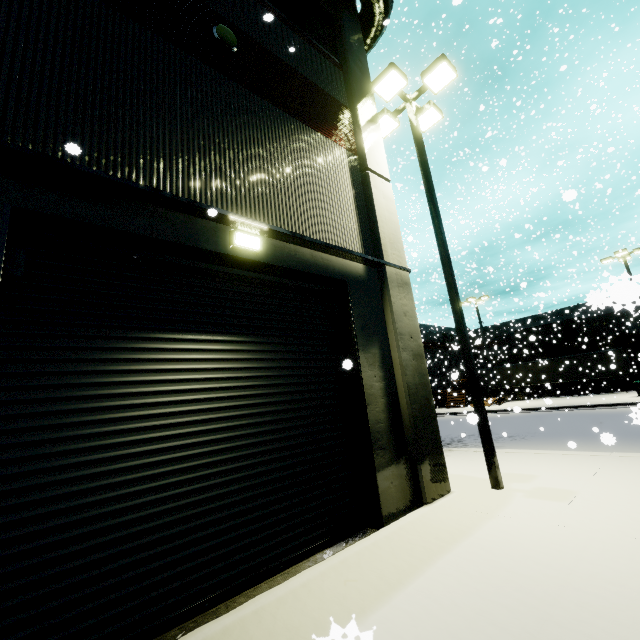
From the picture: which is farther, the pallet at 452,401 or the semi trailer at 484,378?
the semi trailer at 484,378

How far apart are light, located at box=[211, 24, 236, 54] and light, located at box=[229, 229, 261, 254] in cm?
374

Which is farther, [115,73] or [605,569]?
[115,73]

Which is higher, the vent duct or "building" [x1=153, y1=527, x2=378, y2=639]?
the vent duct

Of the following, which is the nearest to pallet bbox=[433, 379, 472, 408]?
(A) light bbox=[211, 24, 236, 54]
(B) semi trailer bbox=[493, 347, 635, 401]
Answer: (B) semi trailer bbox=[493, 347, 635, 401]

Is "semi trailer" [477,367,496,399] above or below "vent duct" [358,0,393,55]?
below

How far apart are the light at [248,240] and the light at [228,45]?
3.7 meters

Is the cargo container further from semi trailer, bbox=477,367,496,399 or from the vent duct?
the vent duct
